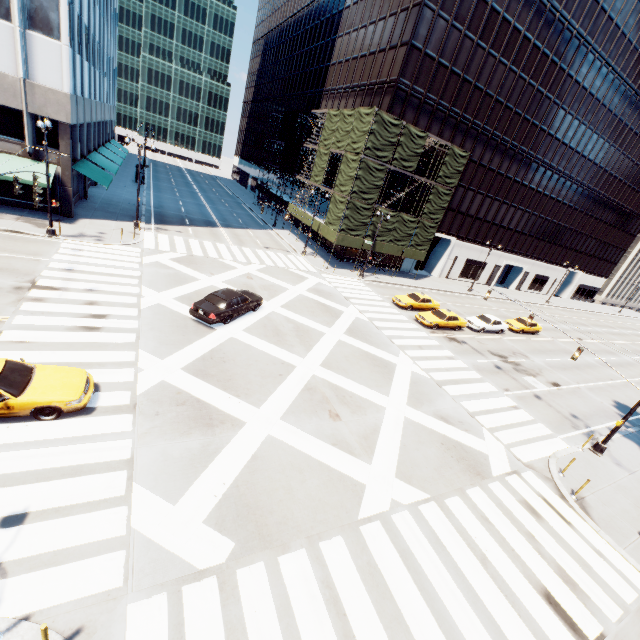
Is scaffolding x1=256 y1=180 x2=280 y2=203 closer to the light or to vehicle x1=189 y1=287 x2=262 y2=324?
vehicle x1=189 y1=287 x2=262 y2=324

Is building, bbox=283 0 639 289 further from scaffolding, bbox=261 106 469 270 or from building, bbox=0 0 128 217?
building, bbox=0 0 128 217

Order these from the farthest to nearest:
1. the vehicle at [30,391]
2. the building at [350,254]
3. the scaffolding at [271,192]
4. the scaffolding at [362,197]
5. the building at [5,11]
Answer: the scaffolding at [271,192], the building at [350,254], the scaffolding at [362,197], the building at [5,11], the vehicle at [30,391]

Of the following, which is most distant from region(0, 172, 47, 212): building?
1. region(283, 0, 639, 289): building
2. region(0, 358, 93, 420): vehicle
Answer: region(283, 0, 639, 289): building

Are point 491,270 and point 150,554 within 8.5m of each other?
no

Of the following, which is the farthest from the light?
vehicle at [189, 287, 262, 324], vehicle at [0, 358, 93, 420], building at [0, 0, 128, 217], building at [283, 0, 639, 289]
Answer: building at [0, 0, 128, 217]

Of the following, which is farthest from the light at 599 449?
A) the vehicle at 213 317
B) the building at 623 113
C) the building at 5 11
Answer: the building at 5 11

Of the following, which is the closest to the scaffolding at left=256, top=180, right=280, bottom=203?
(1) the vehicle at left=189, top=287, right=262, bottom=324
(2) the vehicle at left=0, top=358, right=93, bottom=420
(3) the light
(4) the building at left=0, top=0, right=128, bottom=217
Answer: (1) the vehicle at left=189, top=287, right=262, bottom=324
